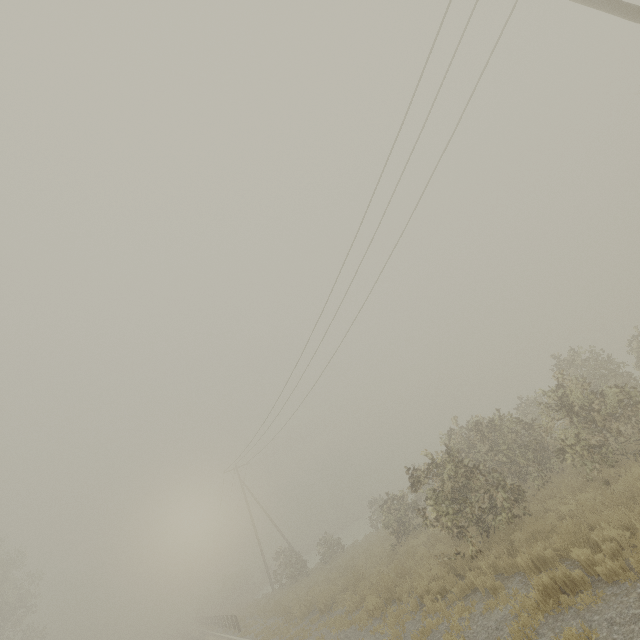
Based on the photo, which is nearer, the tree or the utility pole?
the utility pole

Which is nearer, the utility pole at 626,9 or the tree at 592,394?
the utility pole at 626,9

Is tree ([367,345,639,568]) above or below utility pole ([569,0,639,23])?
→ below

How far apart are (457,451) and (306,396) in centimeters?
1330cm

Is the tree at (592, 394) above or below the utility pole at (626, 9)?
below
